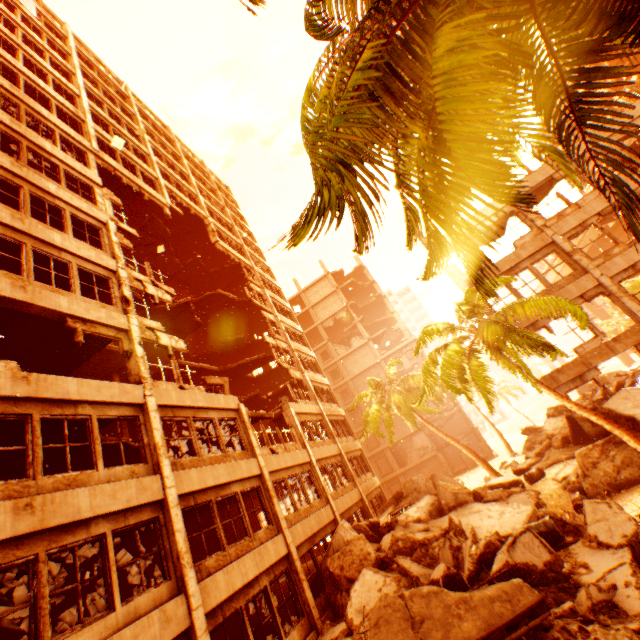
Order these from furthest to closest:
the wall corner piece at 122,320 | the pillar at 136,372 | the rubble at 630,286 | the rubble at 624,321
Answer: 1. the rubble at 624,321
2. the rubble at 630,286
3. the wall corner piece at 122,320
4. the pillar at 136,372

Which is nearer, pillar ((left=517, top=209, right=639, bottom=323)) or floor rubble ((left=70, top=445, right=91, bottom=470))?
floor rubble ((left=70, top=445, right=91, bottom=470))

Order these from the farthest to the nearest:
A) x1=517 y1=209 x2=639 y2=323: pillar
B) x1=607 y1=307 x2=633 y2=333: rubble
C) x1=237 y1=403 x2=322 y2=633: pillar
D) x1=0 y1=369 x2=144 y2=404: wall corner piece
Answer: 1. x1=607 y1=307 x2=633 y2=333: rubble
2. x1=517 y1=209 x2=639 y2=323: pillar
3. x1=237 y1=403 x2=322 y2=633: pillar
4. x1=0 y1=369 x2=144 y2=404: wall corner piece

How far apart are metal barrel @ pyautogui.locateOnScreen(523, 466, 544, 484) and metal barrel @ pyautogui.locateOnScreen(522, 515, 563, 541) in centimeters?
640cm

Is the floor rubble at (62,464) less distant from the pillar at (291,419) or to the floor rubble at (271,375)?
the pillar at (291,419)

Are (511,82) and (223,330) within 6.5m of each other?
no

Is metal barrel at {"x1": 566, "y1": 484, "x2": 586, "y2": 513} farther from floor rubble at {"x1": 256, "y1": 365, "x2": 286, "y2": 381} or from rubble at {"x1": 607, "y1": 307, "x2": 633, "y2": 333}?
floor rubble at {"x1": 256, "y1": 365, "x2": 286, "y2": 381}
